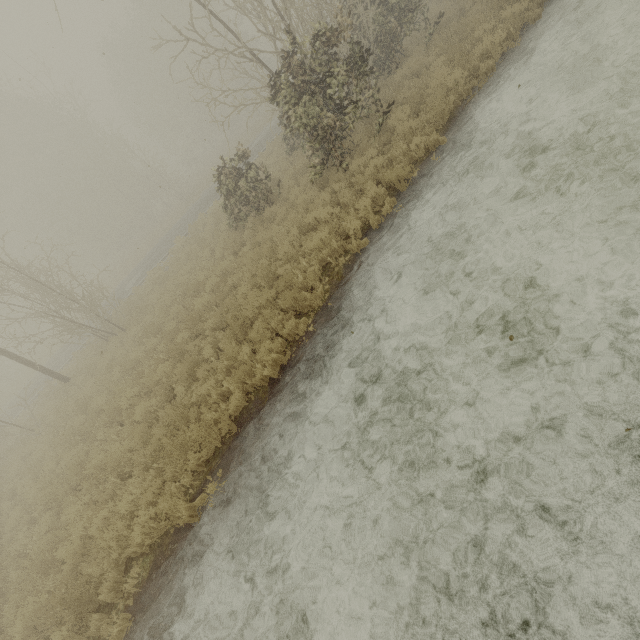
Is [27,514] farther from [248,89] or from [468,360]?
[248,89]
